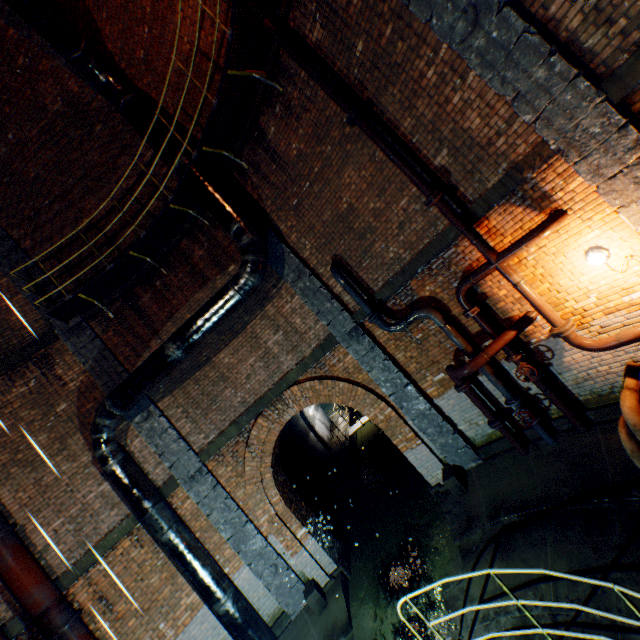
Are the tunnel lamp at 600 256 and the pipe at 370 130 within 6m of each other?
yes

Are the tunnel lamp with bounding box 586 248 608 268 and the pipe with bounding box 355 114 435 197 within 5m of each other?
yes

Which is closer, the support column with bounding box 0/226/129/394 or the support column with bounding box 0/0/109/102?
the support column with bounding box 0/0/109/102

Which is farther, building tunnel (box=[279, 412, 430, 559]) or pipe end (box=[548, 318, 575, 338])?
building tunnel (box=[279, 412, 430, 559])

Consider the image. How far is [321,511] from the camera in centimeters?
1119cm

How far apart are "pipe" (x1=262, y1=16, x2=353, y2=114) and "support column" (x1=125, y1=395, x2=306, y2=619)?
7.8 meters

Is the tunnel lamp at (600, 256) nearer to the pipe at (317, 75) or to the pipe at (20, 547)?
the pipe at (317, 75)

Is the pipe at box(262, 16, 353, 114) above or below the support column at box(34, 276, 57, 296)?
below
